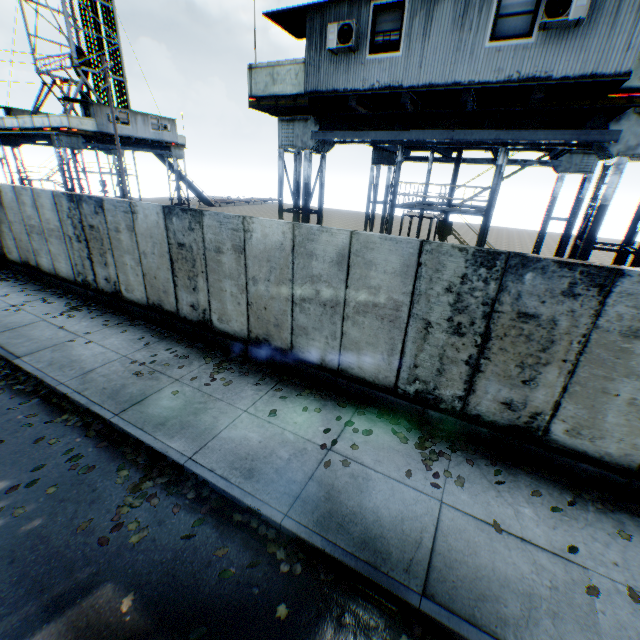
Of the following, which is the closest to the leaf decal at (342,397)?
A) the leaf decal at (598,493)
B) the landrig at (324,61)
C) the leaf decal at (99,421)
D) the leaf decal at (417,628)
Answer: the leaf decal at (598,493)

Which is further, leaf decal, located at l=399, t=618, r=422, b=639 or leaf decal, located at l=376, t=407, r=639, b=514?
leaf decal, located at l=376, t=407, r=639, b=514

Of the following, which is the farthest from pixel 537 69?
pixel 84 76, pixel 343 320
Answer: pixel 84 76

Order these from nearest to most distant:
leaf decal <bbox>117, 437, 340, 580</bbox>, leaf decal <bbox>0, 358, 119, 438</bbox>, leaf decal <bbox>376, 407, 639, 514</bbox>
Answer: leaf decal <bbox>117, 437, 340, 580</bbox>, leaf decal <bbox>376, 407, 639, 514</bbox>, leaf decal <bbox>0, 358, 119, 438</bbox>

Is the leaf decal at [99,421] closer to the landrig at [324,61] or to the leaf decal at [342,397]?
the leaf decal at [342,397]

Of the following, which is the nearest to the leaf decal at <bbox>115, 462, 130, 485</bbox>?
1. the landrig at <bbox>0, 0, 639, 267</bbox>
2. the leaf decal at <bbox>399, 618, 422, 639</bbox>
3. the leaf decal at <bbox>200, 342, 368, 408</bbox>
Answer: the leaf decal at <bbox>399, 618, 422, 639</bbox>

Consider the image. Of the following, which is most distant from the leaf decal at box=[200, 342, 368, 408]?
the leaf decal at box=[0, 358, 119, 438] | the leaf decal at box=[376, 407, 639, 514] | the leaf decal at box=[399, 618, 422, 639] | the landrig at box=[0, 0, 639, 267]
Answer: the landrig at box=[0, 0, 639, 267]

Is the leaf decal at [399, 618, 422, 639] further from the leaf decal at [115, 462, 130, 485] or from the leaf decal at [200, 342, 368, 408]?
the leaf decal at [200, 342, 368, 408]
